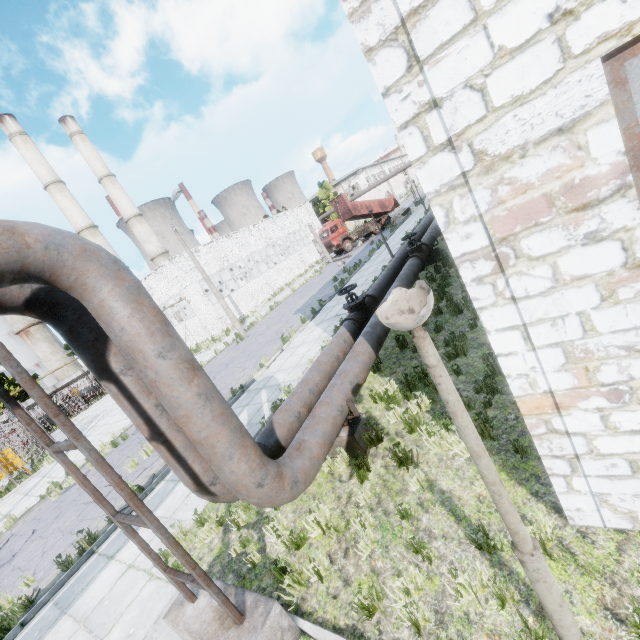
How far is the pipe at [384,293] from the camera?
9.9 meters

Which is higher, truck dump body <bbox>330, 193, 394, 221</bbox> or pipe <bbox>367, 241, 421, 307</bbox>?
truck dump body <bbox>330, 193, 394, 221</bbox>

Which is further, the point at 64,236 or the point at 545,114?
the point at 64,236

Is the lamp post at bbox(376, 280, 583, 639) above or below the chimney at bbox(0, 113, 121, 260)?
below

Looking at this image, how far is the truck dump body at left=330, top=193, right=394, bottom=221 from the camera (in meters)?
35.31

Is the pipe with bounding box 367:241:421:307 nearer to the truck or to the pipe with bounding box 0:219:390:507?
the pipe with bounding box 0:219:390:507

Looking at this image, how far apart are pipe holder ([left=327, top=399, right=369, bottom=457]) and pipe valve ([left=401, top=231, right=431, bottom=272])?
7.3 meters

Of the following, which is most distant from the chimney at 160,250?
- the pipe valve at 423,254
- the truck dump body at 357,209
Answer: the pipe valve at 423,254
